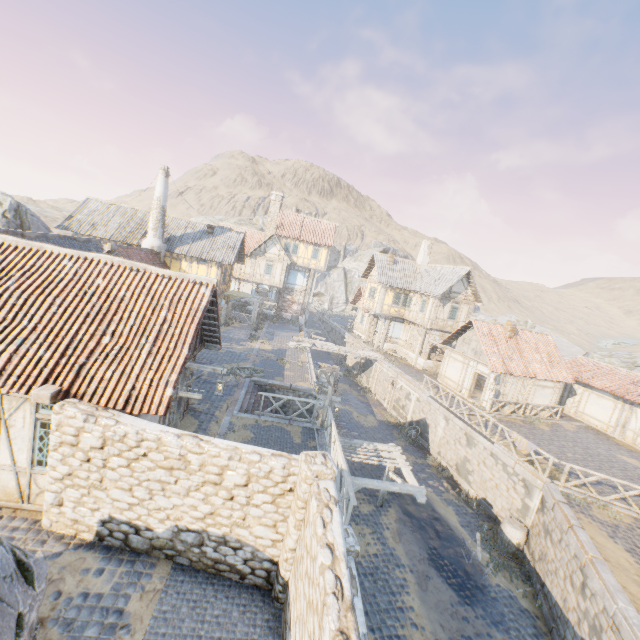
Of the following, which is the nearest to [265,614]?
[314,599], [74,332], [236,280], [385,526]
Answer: [314,599]

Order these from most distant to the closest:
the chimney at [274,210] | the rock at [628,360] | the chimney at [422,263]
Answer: the chimney at [274,210] < the chimney at [422,263] < the rock at [628,360]

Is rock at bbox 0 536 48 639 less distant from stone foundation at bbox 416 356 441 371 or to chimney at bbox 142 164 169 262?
chimney at bbox 142 164 169 262

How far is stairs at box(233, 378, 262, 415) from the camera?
15.3 meters

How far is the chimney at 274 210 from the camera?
38.3 meters

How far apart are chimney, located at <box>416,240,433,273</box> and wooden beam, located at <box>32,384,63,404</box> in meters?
31.9 m

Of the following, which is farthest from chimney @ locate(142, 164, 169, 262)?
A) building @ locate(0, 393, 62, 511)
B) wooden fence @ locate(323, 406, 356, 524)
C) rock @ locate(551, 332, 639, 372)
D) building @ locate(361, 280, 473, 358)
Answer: building @ locate(361, 280, 473, 358)

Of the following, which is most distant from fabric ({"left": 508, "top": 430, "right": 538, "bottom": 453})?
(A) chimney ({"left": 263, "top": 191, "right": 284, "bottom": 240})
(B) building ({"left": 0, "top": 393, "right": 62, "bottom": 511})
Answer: (A) chimney ({"left": 263, "top": 191, "right": 284, "bottom": 240})
